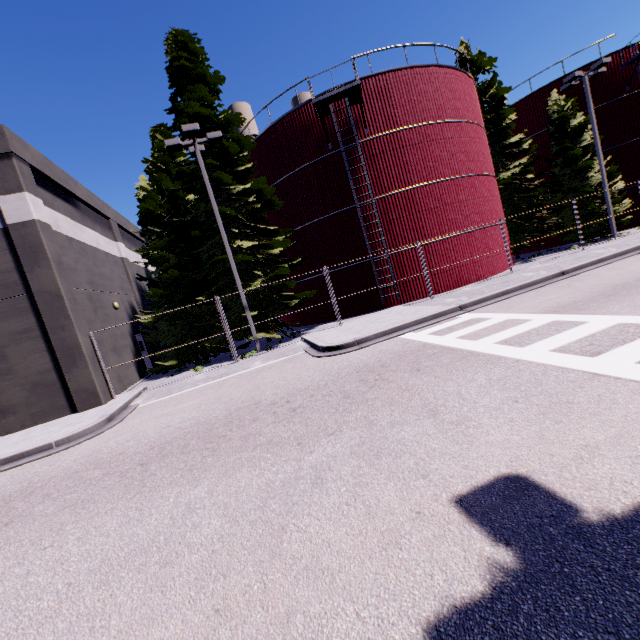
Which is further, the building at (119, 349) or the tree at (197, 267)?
the tree at (197, 267)

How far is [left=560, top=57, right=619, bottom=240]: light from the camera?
18.42m

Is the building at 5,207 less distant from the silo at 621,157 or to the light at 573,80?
the light at 573,80

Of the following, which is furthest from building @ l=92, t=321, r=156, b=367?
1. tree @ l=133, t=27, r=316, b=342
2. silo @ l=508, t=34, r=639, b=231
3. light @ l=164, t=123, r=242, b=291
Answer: silo @ l=508, t=34, r=639, b=231

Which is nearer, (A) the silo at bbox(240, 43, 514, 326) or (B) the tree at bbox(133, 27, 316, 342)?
(B) the tree at bbox(133, 27, 316, 342)

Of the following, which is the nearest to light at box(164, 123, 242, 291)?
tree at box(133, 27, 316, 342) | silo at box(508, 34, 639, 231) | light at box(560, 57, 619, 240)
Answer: tree at box(133, 27, 316, 342)

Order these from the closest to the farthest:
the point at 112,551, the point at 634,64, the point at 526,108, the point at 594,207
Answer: the point at 112,551 → the point at 594,207 → the point at 634,64 → the point at 526,108

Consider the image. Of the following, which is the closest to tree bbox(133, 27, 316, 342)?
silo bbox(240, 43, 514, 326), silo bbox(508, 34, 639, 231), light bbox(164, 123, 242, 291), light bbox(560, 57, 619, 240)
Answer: light bbox(164, 123, 242, 291)
